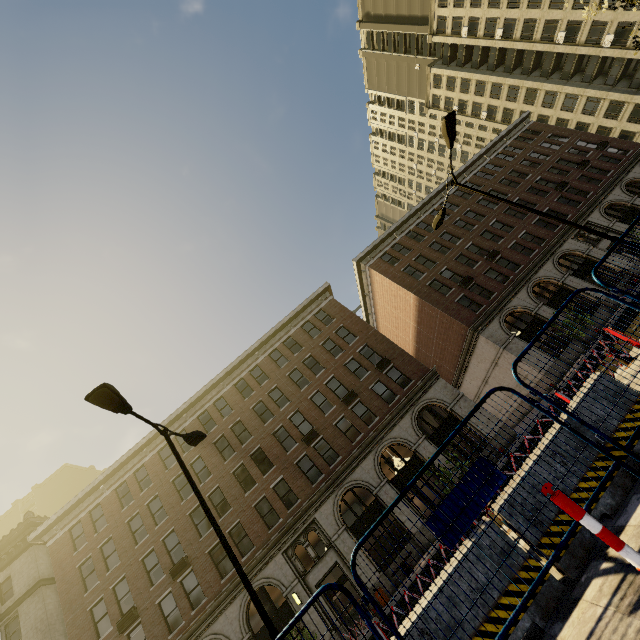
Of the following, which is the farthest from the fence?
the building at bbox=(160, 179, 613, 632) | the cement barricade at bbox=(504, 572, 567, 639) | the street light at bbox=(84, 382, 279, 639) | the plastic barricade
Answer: the building at bbox=(160, 179, 613, 632)

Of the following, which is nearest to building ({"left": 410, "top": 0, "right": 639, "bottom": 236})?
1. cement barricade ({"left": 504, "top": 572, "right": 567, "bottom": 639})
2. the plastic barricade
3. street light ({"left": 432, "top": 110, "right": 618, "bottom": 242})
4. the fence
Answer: street light ({"left": 432, "top": 110, "right": 618, "bottom": 242})

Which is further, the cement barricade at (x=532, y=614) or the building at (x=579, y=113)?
the building at (x=579, y=113)

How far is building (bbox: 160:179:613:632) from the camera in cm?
2161

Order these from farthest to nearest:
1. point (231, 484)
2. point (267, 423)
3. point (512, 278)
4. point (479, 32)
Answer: point (479, 32) → point (512, 278) → point (267, 423) → point (231, 484)

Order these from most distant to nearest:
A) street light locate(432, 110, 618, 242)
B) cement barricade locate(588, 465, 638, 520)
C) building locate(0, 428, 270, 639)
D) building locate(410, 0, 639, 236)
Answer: building locate(410, 0, 639, 236), building locate(0, 428, 270, 639), street light locate(432, 110, 618, 242), cement barricade locate(588, 465, 638, 520)

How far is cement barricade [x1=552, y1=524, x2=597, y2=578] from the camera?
3.3m

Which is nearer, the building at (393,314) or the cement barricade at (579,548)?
the cement barricade at (579,548)
